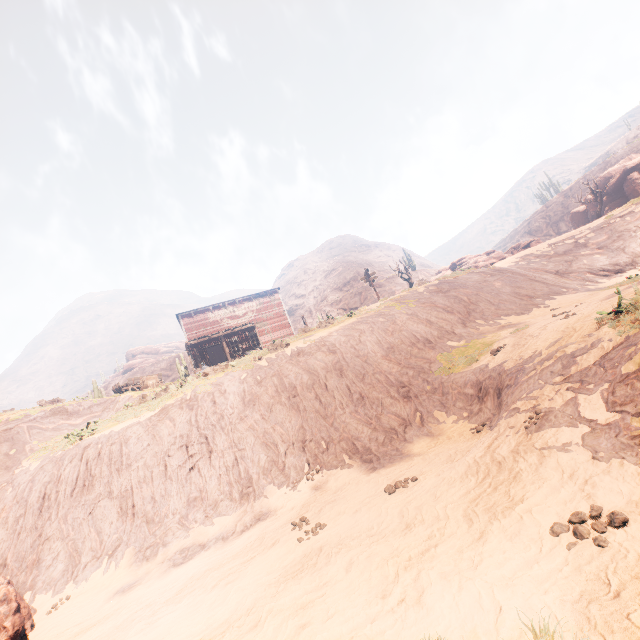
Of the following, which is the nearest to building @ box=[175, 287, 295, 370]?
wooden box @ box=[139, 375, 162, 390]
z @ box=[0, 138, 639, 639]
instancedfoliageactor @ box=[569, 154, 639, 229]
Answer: z @ box=[0, 138, 639, 639]

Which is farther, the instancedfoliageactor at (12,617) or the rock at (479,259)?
the rock at (479,259)

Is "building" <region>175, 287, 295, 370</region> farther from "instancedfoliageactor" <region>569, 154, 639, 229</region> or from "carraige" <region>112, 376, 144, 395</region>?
"instancedfoliageactor" <region>569, 154, 639, 229</region>

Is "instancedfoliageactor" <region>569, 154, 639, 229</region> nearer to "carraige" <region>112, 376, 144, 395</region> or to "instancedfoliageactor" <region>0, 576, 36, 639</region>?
"carraige" <region>112, 376, 144, 395</region>

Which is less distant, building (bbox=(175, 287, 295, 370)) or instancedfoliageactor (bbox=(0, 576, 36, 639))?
instancedfoliageactor (bbox=(0, 576, 36, 639))

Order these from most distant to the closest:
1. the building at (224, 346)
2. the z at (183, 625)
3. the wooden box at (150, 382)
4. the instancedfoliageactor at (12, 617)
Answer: the building at (224, 346), the wooden box at (150, 382), the instancedfoliageactor at (12, 617), the z at (183, 625)

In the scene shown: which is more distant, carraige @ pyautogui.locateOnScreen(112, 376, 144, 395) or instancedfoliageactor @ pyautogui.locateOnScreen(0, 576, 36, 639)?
carraige @ pyautogui.locateOnScreen(112, 376, 144, 395)

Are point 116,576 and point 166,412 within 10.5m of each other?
yes
